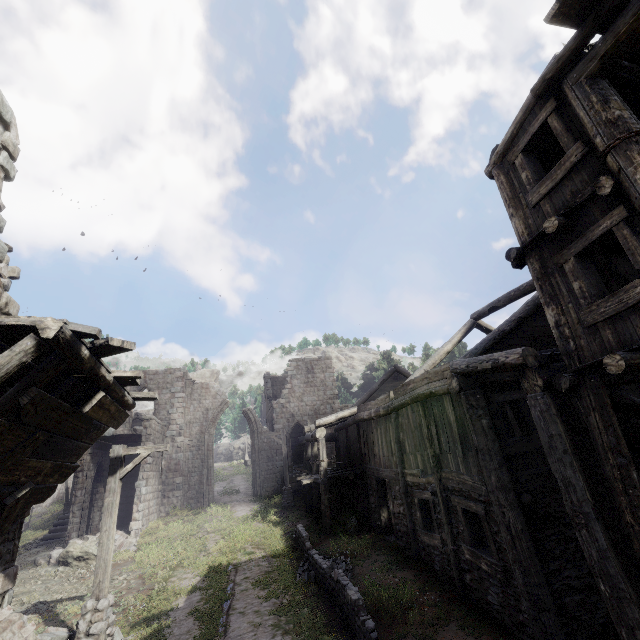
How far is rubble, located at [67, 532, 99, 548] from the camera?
15.79m

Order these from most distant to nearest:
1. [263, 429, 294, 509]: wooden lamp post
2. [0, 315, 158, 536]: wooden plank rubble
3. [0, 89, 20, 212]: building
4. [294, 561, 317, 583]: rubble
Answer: [263, 429, 294, 509]: wooden lamp post
[294, 561, 317, 583]: rubble
[0, 89, 20, 212]: building
[0, 315, 158, 536]: wooden plank rubble

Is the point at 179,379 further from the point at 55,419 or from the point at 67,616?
the point at 55,419

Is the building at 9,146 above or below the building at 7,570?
above

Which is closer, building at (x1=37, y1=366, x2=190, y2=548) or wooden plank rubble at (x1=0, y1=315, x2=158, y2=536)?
wooden plank rubble at (x1=0, y1=315, x2=158, y2=536)

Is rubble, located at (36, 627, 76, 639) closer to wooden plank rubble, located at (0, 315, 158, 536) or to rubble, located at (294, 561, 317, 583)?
wooden plank rubble, located at (0, 315, 158, 536)

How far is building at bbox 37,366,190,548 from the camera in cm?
1817

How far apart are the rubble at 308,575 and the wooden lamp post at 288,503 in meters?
8.7
